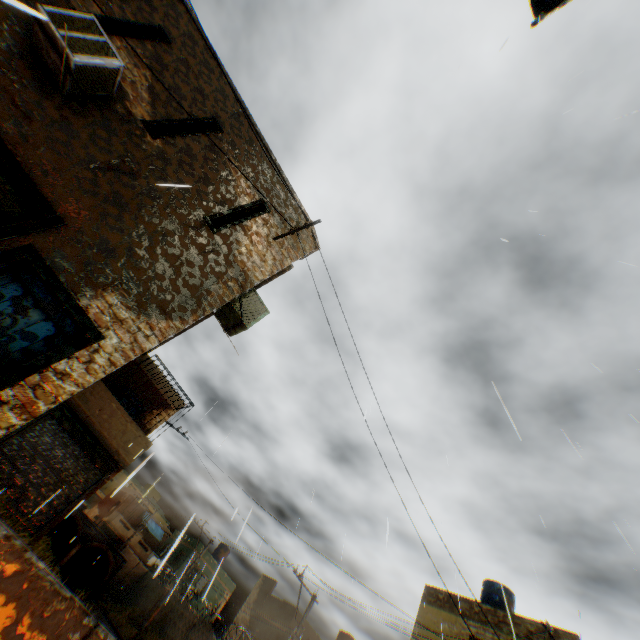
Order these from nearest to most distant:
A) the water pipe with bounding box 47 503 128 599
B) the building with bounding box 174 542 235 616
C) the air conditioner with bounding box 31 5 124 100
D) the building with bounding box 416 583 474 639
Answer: the air conditioner with bounding box 31 5 124 100, the building with bounding box 416 583 474 639, the water pipe with bounding box 47 503 128 599, the building with bounding box 174 542 235 616

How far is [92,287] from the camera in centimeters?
476cm

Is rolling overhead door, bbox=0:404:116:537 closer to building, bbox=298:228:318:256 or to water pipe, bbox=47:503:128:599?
building, bbox=298:228:318:256

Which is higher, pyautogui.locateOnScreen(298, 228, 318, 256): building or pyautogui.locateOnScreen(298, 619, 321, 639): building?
pyautogui.locateOnScreen(298, 228, 318, 256): building

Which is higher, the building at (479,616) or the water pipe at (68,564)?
the building at (479,616)

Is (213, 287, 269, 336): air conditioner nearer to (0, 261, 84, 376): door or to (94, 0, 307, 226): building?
(94, 0, 307, 226): building

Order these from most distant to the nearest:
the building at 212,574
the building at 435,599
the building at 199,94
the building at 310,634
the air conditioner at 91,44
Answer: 1. the building at 212,574
2. the building at 310,634
3. the building at 435,599
4. the building at 199,94
5. the air conditioner at 91,44

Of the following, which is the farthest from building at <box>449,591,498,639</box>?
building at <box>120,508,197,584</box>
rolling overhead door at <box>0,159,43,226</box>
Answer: building at <box>120,508,197,584</box>
